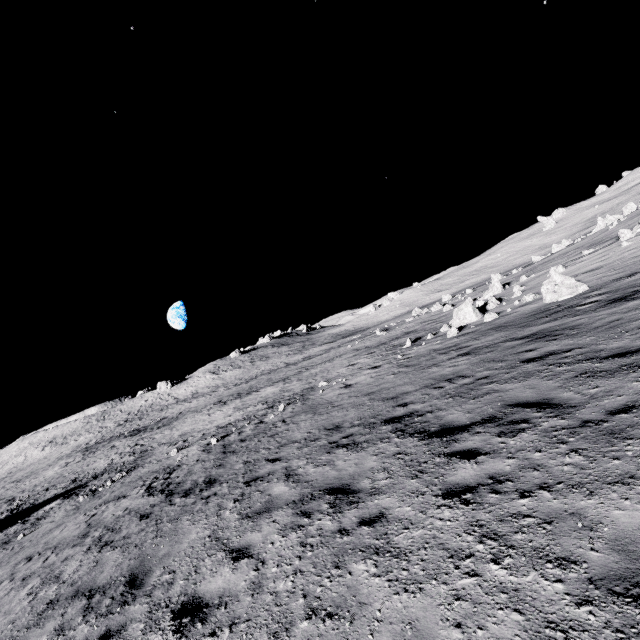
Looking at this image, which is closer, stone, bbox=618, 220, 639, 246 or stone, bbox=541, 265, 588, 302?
stone, bbox=541, 265, 588, 302

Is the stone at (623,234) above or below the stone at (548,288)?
above

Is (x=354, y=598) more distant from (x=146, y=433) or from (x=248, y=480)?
(x=146, y=433)

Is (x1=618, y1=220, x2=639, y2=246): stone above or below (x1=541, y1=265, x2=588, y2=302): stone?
above

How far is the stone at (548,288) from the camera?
14.7m

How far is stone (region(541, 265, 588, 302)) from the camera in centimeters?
1467cm
